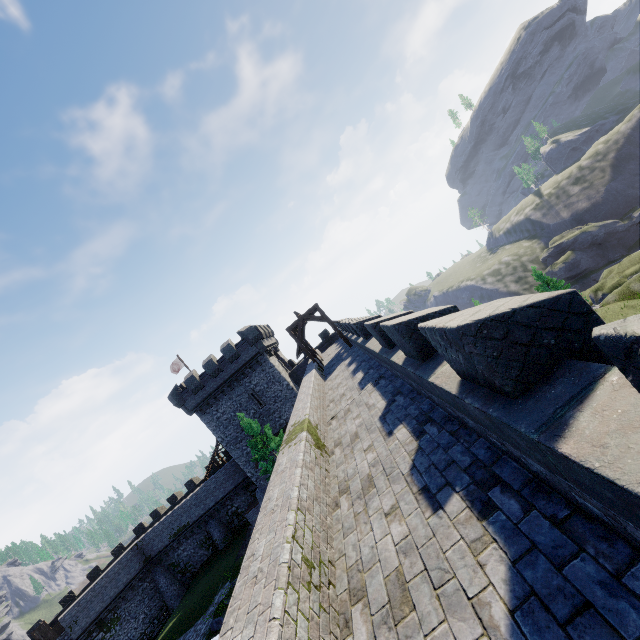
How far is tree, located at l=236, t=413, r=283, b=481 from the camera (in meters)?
25.54

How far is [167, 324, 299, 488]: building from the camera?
33.8m

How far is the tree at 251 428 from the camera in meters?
25.5

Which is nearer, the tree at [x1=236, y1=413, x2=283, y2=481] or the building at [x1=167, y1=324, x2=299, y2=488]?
the tree at [x1=236, y1=413, x2=283, y2=481]

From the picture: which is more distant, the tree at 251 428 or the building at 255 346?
the building at 255 346

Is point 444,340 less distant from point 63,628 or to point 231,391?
point 231,391
